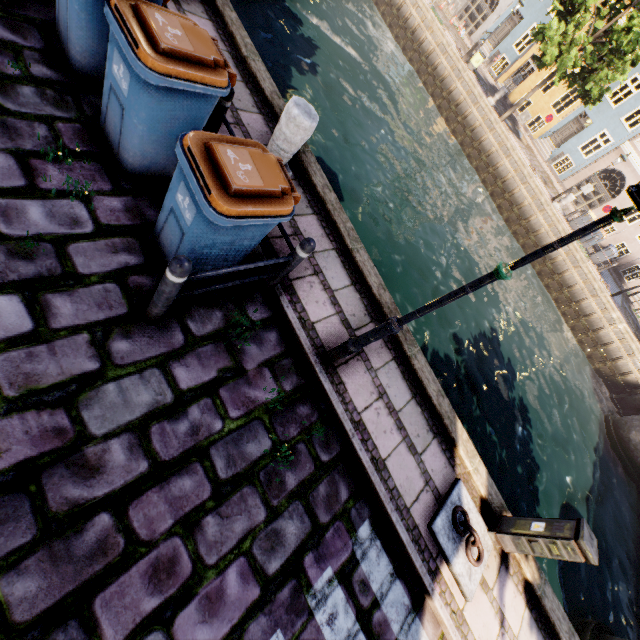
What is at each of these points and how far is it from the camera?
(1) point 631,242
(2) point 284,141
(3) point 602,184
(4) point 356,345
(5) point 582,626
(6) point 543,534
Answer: (1) building, 24.4m
(2) pillar, 4.4m
(3) building, 24.8m
(4) street light, 3.7m
(5) bridge, 9.0m
(6) electrical box, 4.1m

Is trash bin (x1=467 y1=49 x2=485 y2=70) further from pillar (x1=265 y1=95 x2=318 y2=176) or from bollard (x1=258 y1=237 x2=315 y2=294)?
bollard (x1=258 y1=237 x2=315 y2=294)

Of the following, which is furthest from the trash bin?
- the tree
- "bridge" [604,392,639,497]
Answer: "bridge" [604,392,639,497]

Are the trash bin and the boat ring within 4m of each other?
no

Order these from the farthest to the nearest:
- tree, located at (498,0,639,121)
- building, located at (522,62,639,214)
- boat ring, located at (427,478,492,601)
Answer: building, located at (522,62,639,214), tree, located at (498,0,639,121), boat ring, located at (427,478,492,601)

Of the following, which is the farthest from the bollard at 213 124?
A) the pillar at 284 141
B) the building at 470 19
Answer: the building at 470 19

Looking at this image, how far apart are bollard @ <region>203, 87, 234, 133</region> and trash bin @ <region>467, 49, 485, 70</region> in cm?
2495

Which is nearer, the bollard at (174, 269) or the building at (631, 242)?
the bollard at (174, 269)
